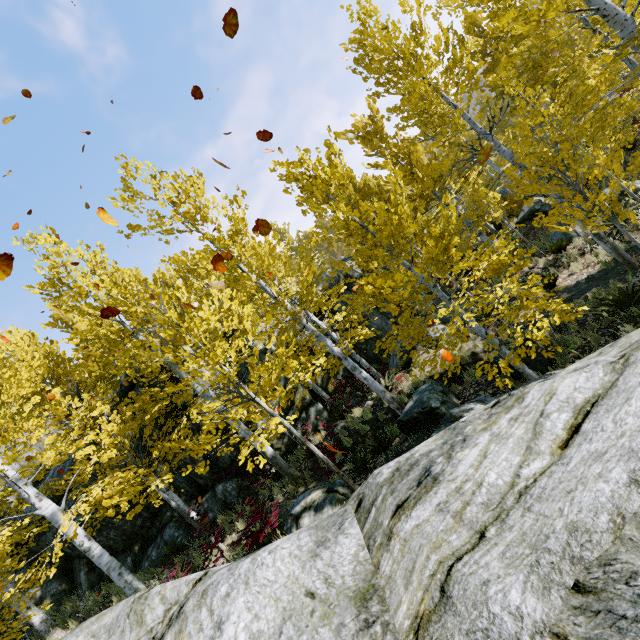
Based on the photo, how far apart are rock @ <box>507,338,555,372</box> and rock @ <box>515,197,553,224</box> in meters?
9.3

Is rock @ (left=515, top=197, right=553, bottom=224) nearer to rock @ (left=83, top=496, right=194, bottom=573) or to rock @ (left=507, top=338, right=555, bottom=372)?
rock @ (left=83, top=496, right=194, bottom=573)

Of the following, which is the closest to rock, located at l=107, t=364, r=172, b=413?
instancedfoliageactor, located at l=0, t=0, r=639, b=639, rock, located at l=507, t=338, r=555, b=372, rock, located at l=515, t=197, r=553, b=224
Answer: instancedfoliageactor, located at l=0, t=0, r=639, b=639

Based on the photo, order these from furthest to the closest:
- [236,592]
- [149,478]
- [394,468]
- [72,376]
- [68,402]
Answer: [72,376]
[68,402]
[149,478]
[394,468]
[236,592]

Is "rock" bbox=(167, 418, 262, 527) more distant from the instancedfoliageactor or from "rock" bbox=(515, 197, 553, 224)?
"rock" bbox=(515, 197, 553, 224)

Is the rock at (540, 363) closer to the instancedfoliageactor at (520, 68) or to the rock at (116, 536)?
the instancedfoliageactor at (520, 68)

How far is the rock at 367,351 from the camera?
15.35m

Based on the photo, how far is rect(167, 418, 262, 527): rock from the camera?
11.6m
